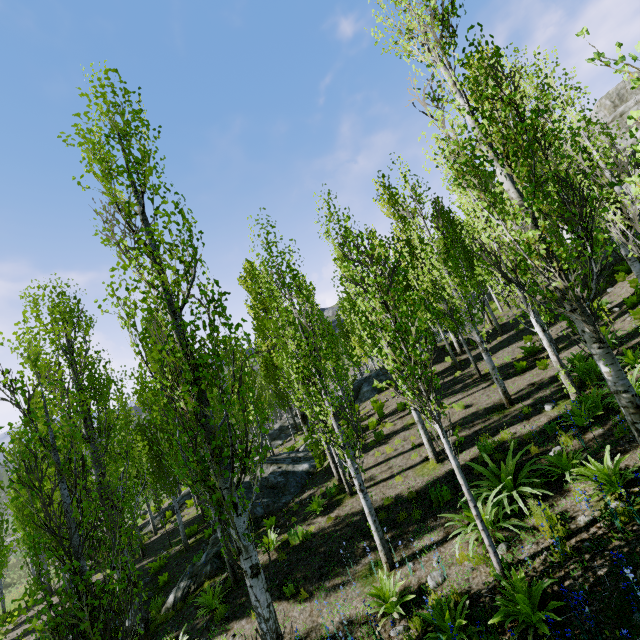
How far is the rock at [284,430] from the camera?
29.34m

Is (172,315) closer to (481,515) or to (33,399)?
(481,515)

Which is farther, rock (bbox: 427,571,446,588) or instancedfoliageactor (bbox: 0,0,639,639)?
rock (bbox: 427,571,446,588)

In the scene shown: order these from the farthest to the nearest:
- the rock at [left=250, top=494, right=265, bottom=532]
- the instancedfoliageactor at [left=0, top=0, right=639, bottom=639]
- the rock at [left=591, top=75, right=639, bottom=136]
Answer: the rock at [left=591, top=75, right=639, bottom=136], the rock at [left=250, top=494, right=265, bottom=532], the instancedfoliageactor at [left=0, top=0, right=639, bottom=639]

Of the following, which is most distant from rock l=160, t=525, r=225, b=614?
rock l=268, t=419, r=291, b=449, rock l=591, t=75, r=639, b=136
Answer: rock l=591, t=75, r=639, b=136

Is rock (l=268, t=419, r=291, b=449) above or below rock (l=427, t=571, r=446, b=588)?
above

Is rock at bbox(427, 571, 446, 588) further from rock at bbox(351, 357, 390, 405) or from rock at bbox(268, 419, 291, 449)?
rock at bbox(268, 419, 291, 449)

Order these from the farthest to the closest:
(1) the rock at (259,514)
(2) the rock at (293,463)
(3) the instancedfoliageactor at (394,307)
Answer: (2) the rock at (293,463) < (1) the rock at (259,514) < (3) the instancedfoliageactor at (394,307)
